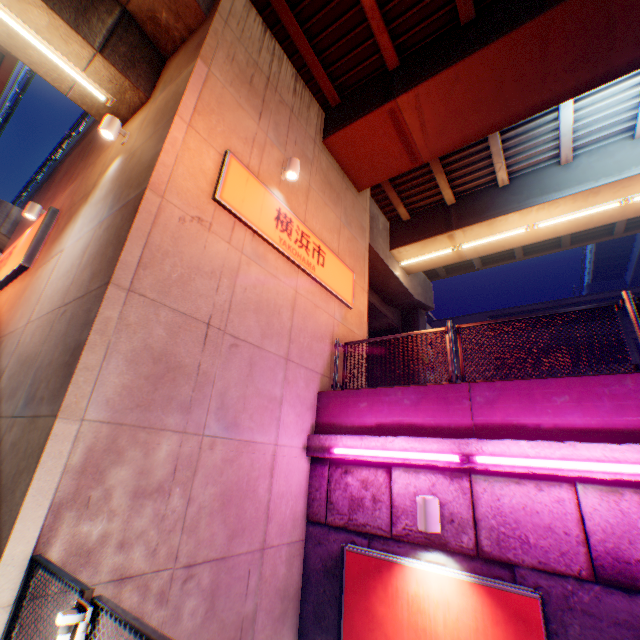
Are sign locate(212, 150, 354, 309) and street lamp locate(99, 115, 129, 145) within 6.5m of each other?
yes

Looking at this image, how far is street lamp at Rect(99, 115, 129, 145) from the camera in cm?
616

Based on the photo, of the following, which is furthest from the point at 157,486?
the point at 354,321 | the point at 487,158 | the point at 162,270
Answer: the point at 487,158

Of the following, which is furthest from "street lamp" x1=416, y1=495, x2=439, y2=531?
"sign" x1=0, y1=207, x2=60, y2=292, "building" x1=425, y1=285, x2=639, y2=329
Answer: "building" x1=425, y1=285, x2=639, y2=329

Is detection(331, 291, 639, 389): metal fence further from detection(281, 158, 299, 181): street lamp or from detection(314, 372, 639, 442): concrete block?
detection(281, 158, 299, 181): street lamp

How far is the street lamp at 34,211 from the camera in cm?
867

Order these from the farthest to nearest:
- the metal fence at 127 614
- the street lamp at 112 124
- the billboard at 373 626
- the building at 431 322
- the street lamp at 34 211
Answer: the building at 431 322
the street lamp at 34 211
the street lamp at 112 124
the billboard at 373 626
the metal fence at 127 614

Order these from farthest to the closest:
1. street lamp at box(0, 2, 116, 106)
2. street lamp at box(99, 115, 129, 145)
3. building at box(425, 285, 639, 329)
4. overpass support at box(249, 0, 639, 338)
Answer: building at box(425, 285, 639, 329) < overpass support at box(249, 0, 639, 338) < street lamp at box(99, 115, 129, 145) < street lamp at box(0, 2, 116, 106)
